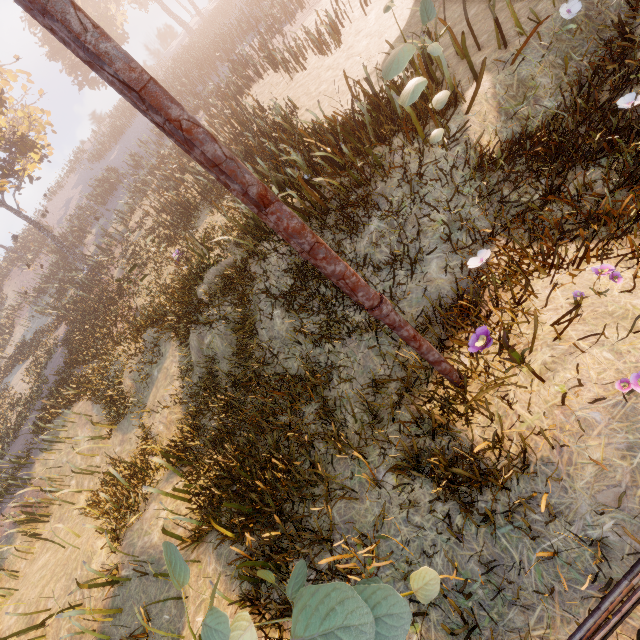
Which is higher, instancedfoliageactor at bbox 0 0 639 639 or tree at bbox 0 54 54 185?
tree at bbox 0 54 54 185

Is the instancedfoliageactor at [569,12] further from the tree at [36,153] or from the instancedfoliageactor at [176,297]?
the instancedfoliageactor at [176,297]

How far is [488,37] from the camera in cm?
615

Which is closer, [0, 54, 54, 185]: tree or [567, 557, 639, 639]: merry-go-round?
[567, 557, 639, 639]: merry-go-round

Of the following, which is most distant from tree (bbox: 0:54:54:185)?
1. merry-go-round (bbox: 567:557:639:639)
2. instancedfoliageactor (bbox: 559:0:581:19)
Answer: merry-go-round (bbox: 567:557:639:639)

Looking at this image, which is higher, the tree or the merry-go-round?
the tree

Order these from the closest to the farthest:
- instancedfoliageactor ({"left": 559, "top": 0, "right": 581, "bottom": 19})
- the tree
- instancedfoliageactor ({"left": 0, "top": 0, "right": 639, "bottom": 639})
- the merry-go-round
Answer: the merry-go-round
instancedfoliageactor ({"left": 0, "top": 0, "right": 639, "bottom": 639})
instancedfoliageactor ({"left": 559, "top": 0, "right": 581, "bottom": 19})
the tree

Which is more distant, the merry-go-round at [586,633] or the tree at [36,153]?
the tree at [36,153]
